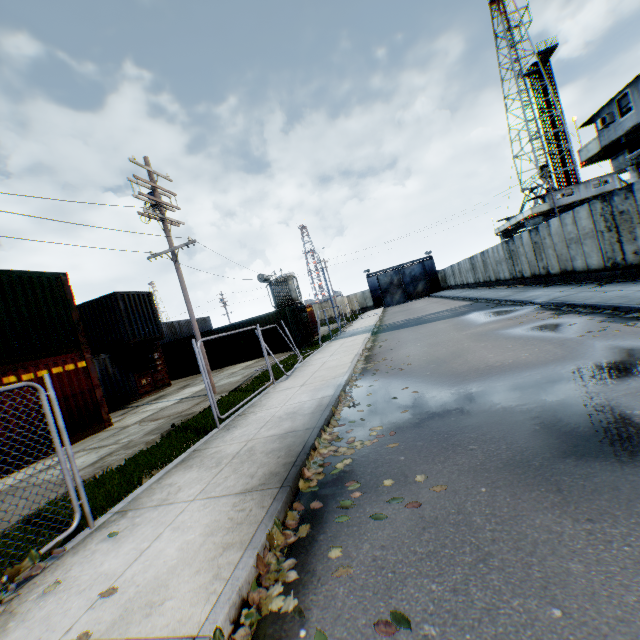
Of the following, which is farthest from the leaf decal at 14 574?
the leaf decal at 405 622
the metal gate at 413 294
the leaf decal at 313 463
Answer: the metal gate at 413 294

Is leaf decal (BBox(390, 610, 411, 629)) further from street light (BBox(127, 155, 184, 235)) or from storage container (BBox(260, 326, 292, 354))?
storage container (BBox(260, 326, 292, 354))

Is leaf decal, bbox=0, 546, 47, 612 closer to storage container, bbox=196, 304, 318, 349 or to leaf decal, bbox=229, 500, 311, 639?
leaf decal, bbox=229, 500, 311, 639

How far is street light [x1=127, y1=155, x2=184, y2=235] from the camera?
11.9m

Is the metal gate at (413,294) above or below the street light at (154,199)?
below

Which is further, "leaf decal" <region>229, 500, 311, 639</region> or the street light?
the street light

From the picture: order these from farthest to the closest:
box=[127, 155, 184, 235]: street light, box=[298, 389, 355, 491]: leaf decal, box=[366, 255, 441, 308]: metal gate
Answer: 1. box=[366, 255, 441, 308]: metal gate
2. box=[127, 155, 184, 235]: street light
3. box=[298, 389, 355, 491]: leaf decal

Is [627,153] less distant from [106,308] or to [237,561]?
[237,561]
